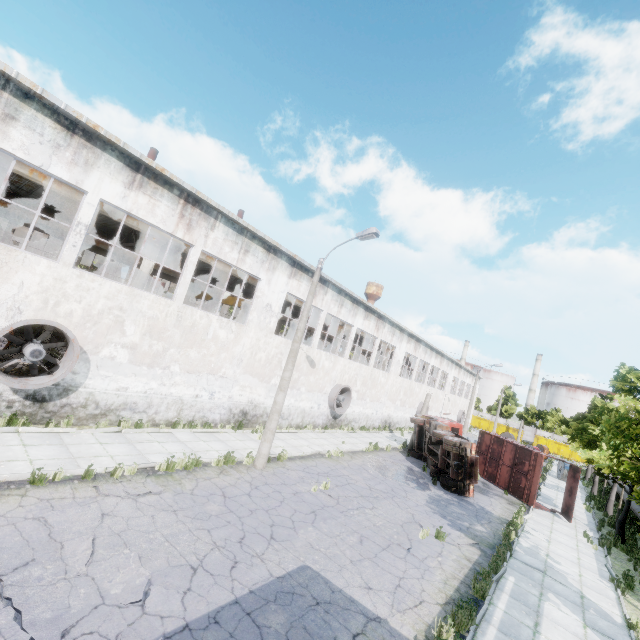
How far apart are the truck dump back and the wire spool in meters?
16.8 m

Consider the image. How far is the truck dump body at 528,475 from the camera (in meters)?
19.16

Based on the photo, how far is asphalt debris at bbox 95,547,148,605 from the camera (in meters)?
5.45

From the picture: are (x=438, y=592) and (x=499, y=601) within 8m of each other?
yes

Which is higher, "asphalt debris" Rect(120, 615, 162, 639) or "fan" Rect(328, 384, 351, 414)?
"fan" Rect(328, 384, 351, 414)

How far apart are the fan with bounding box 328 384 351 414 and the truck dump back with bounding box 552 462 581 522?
13.6m

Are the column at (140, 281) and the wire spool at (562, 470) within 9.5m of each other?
no

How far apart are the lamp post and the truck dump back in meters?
17.5 m
